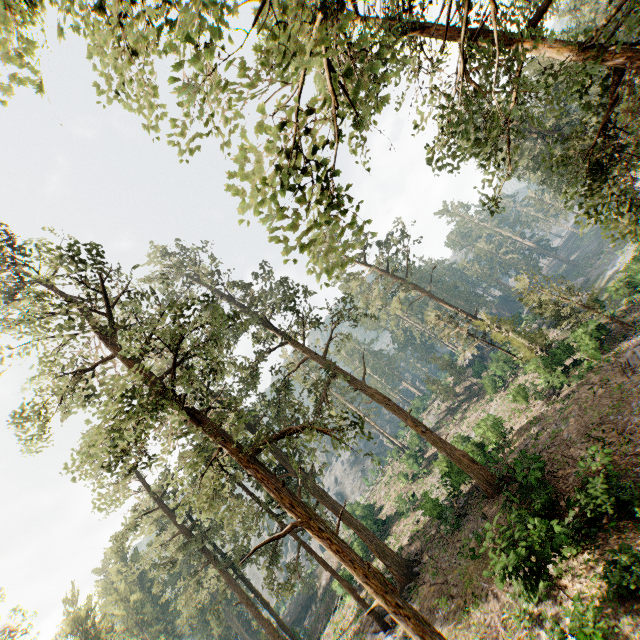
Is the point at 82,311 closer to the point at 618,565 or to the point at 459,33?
the point at 459,33

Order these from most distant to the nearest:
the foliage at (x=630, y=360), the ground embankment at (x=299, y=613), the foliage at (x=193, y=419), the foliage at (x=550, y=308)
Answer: the ground embankment at (x=299, y=613), the foliage at (x=550, y=308), the foliage at (x=630, y=360), the foliage at (x=193, y=419)

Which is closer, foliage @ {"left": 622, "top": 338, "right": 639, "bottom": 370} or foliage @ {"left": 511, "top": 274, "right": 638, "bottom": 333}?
foliage @ {"left": 622, "top": 338, "right": 639, "bottom": 370}

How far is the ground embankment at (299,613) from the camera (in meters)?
52.50

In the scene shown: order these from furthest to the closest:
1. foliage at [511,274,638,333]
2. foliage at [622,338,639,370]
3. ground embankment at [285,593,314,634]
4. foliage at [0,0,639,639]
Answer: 1. ground embankment at [285,593,314,634]
2. foliage at [511,274,638,333]
3. foliage at [622,338,639,370]
4. foliage at [0,0,639,639]

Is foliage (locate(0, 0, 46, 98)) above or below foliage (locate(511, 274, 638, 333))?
above

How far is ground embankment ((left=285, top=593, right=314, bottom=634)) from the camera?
52.5 meters
